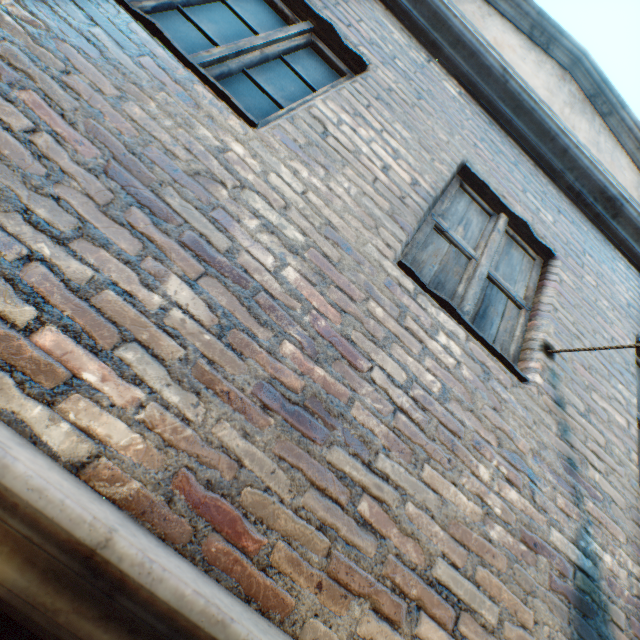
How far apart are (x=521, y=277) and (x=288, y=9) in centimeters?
258cm
